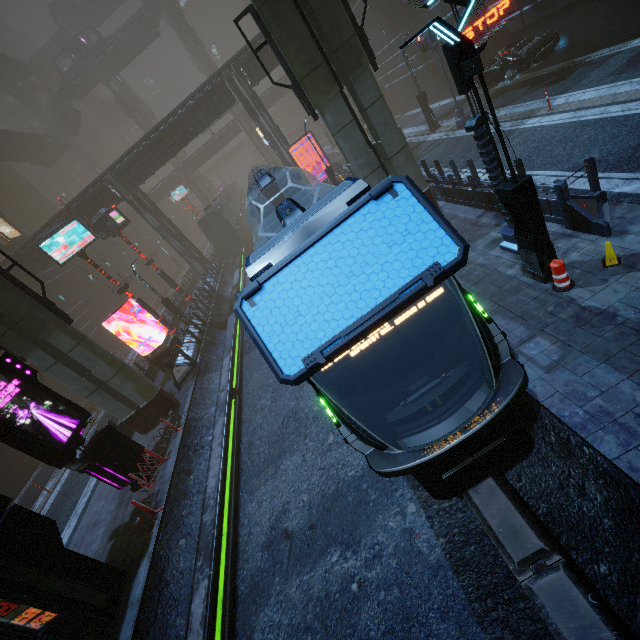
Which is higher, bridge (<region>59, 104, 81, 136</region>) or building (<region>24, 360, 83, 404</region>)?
bridge (<region>59, 104, 81, 136</region>)

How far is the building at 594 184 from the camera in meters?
7.6

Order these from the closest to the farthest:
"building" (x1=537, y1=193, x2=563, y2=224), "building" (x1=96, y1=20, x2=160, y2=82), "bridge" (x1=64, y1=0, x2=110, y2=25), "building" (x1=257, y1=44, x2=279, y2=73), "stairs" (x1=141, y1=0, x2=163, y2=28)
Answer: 1. "building" (x1=537, y1=193, x2=563, y2=224)
2. "building" (x1=257, y1=44, x2=279, y2=73)
3. "stairs" (x1=141, y1=0, x2=163, y2=28)
4. "building" (x1=96, y1=20, x2=160, y2=82)
5. "bridge" (x1=64, y1=0, x2=110, y2=25)

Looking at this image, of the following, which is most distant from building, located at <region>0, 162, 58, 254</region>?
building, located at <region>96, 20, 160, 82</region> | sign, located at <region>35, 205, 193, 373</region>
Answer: building, located at <region>96, 20, 160, 82</region>

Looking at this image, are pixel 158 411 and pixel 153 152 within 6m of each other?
no

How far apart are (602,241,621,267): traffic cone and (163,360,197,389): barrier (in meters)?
16.37

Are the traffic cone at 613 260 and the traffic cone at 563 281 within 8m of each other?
yes

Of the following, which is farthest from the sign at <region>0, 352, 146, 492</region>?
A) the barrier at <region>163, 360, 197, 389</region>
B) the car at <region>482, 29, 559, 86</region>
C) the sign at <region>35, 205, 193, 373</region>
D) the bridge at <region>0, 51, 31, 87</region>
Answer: the bridge at <region>0, 51, 31, 87</region>
